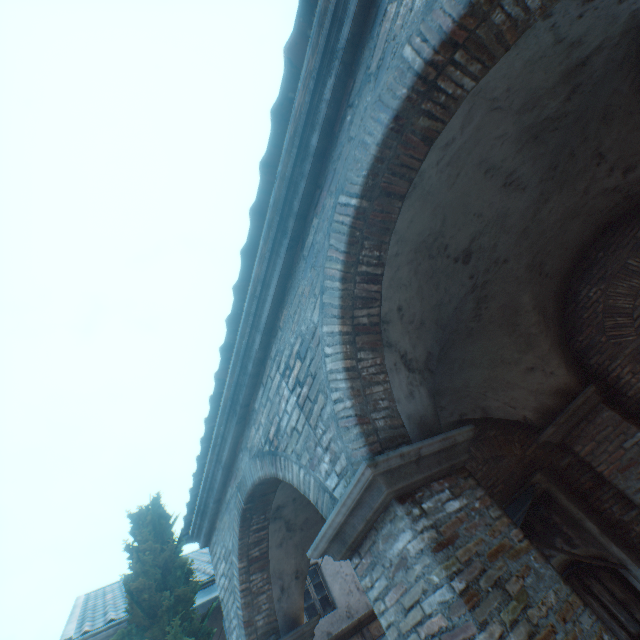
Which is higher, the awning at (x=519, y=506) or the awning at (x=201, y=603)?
the awning at (x=201, y=603)

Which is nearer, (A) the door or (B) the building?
(B) the building

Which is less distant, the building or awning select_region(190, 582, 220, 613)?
the building

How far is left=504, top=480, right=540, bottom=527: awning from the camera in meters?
5.9 m

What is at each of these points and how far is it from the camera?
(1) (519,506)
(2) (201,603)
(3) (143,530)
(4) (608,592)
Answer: (1) awning, 6.4m
(2) awning, 7.6m
(3) tree, 5.3m
(4) door, 5.5m

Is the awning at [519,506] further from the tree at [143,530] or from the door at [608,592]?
the tree at [143,530]

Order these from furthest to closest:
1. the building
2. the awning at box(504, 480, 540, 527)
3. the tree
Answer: the awning at box(504, 480, 540, 527)
the tree
the building

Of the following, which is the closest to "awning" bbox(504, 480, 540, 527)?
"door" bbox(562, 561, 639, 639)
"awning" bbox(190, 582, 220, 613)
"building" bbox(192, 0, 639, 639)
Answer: "door" bbox(562, 561, 639, 639)
